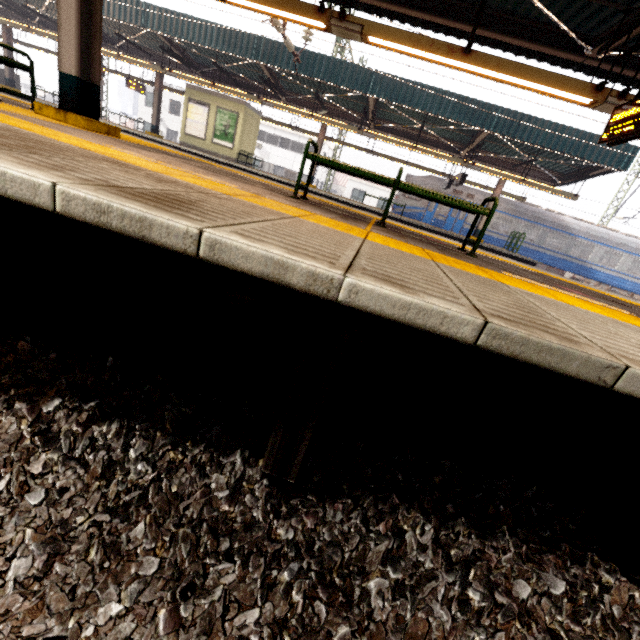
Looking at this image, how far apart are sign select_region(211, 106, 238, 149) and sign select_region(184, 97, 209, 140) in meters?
0.3 m

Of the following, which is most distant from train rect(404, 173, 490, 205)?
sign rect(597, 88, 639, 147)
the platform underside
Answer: sign rect(597, 88, 639, 147)

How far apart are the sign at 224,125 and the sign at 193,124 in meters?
0.3 m

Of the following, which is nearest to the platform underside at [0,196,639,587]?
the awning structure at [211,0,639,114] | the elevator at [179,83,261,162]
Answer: the awning structure at [211,0,639,114]

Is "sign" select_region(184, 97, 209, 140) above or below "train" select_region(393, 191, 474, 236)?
above

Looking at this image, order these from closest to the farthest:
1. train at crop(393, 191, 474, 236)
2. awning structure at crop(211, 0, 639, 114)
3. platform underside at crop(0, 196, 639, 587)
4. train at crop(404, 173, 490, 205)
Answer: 1. platform underside at crop(0, 196, 639, 587)
2. awning structure at crop(211, 0, 639, 114)
3. train at crop(404, 173, 490, 205)
4. train at crop(393, 191, 474, 236)

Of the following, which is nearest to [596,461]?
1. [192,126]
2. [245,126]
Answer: [245,126]

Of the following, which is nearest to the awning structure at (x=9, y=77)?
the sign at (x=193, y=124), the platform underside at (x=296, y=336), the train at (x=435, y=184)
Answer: the train at (x=435, y=184)
